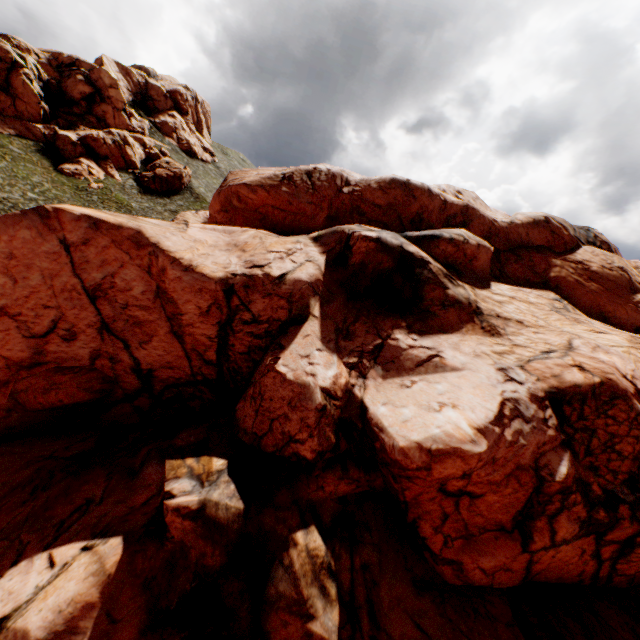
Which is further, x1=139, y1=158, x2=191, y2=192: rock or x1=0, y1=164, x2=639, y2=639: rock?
x1=139, y1=158, x2=191, y2=192: rock

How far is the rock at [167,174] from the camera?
53.9 meters

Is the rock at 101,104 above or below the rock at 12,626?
above

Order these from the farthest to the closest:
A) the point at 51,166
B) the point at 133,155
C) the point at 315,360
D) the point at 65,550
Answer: the point at 133,155
the point at 51,166
the point at 315,360
the point at 65,550

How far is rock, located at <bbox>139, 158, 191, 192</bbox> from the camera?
53.88m

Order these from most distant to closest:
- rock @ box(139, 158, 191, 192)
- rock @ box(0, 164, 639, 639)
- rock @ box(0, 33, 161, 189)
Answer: rock @ box(139, 158, 191, 192) → rock @ box(0, 33, 161, 189) → rock @ box(0, 164, 639, 639)

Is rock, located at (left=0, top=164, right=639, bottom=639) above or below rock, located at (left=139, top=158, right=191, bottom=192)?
below
